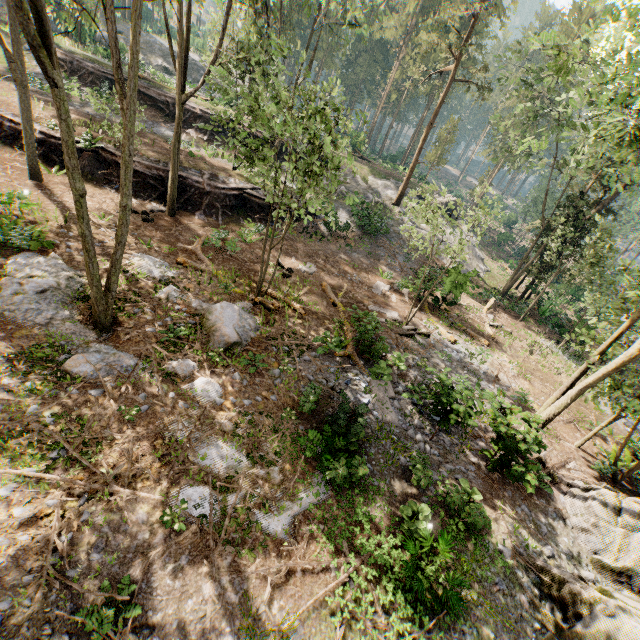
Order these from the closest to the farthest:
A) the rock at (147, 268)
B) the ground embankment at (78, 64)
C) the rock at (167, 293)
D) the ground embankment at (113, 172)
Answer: the rock at (167, 293) → the rock at (147, 268) → the ground embankment at (113, 172) → the ground embankment at (78, 64)

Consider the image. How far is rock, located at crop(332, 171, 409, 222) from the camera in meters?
30.5 m

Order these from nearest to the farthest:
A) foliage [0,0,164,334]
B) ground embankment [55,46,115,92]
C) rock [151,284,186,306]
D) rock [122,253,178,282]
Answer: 1. foliage [0,0,164,334]
2. rock [151,284,186,306]
3. rock [122,253,178,282]
4. ground embankment [55,46,115,92]

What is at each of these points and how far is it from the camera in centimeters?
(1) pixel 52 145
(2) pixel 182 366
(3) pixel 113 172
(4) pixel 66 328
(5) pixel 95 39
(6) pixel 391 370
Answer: (1) ground embankment, 1831cm
(2) rock, 1002cm
(3) ground embankment, 1952cm
(4) rock, 985cm
(5) rock, 4131cm
(6) foliage, 1279cm

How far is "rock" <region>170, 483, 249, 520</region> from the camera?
7.1 meters

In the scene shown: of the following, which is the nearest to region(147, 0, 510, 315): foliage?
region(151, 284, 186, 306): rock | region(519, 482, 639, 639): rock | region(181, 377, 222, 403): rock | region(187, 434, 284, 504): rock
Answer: region(519, 482, 639, 639): rock

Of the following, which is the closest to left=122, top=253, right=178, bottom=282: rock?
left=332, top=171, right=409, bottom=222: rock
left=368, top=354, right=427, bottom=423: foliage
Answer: left=368, top=354, right=427, bottom=423: foliage

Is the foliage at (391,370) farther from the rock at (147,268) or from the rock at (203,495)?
the rock at (147,268)
